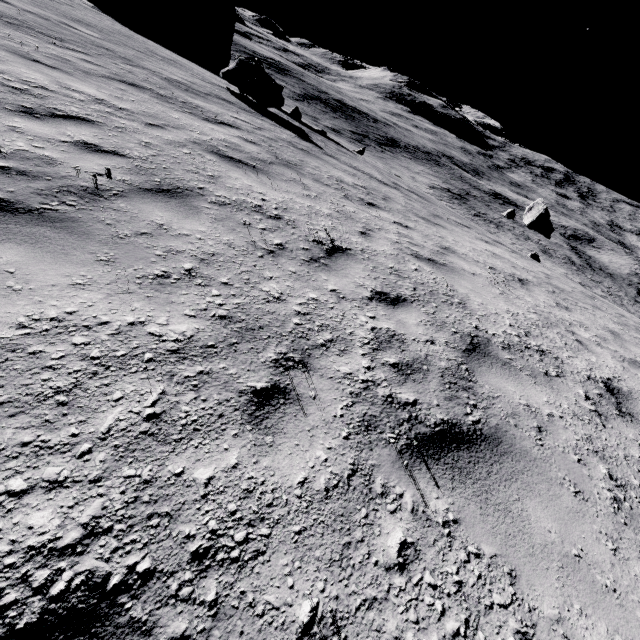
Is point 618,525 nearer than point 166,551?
No

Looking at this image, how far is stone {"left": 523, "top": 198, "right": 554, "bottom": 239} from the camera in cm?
2417

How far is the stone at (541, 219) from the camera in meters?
24.2 m
